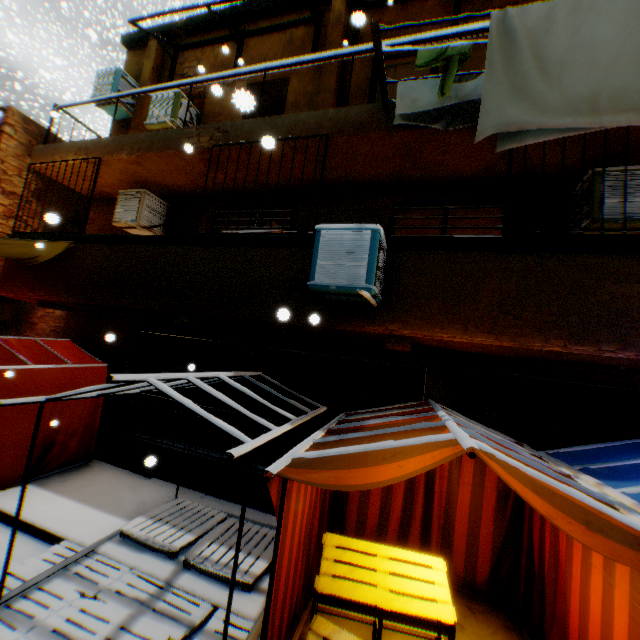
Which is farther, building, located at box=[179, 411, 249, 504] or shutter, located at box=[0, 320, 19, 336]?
shutter, located at box=[0, 320, 19, 336]

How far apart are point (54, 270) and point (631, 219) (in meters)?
9.88

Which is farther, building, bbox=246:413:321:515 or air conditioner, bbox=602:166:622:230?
building, bbox=246:413:321:515

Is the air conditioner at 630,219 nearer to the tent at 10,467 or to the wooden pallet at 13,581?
the tent at 10,467

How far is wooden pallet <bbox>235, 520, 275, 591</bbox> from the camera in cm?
396

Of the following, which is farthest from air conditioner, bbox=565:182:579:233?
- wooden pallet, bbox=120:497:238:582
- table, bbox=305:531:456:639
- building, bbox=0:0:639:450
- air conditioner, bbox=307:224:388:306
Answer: table, bbox=305:531:456:639

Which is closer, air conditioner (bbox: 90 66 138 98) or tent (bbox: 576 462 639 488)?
tent (bbox: 576 462 639 488)

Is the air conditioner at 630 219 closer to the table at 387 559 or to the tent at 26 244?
the tent at 26 244
